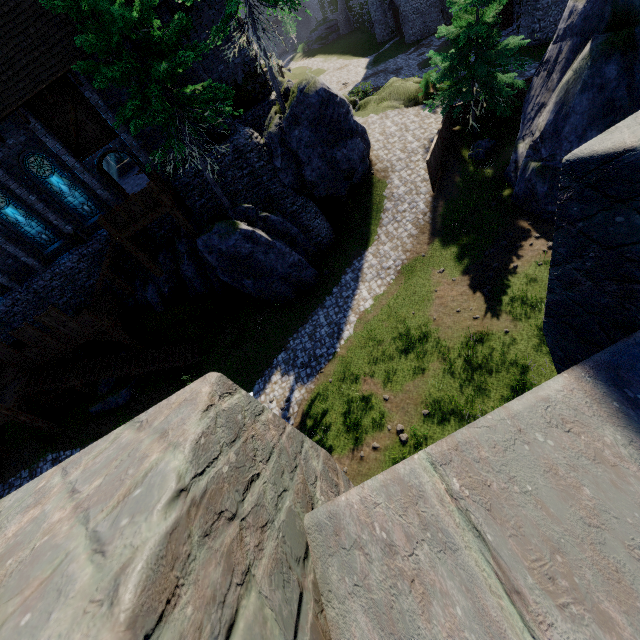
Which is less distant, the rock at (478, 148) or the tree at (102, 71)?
the tree at (102, 71)

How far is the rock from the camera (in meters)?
19.53

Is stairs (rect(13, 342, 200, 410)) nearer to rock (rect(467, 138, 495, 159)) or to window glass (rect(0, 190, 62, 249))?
window glass (rect(0, 190, 62, 249))

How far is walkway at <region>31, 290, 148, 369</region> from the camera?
18.2 meters

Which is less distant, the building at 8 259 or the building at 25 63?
the building at 25 63

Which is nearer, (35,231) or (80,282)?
(35,231)

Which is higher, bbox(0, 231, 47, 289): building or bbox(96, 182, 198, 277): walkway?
bbox(0, 231, 47, 289): building

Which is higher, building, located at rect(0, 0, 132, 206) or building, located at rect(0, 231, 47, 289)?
building, located at rect(0, 0, 132, 206)
